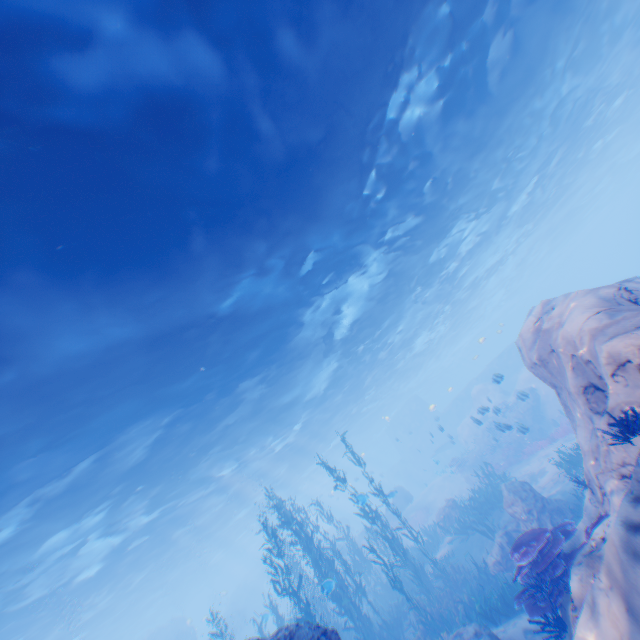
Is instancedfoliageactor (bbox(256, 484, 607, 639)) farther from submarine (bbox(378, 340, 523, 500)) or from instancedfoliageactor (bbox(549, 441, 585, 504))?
instancedfoliageactor (bbox(549, 441, 585, 504))

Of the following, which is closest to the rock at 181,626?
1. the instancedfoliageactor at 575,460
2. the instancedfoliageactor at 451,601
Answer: the instancedfoliageactor at 451,601

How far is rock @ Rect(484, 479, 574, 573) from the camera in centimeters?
1156cm

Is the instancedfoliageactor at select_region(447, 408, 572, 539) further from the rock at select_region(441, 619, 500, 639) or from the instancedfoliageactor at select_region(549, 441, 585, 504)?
the instancedfoliageactor at select_region(549, 441, 585, 504)

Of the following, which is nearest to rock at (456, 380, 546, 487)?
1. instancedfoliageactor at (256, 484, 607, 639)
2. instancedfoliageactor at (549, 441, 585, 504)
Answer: instancedfoliageactor at (256, 484, 607, 639)

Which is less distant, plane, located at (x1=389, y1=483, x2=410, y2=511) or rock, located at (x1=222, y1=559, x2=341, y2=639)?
rock, located at (x1=222, y1=559, x2=341, y2=639)

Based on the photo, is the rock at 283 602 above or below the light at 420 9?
below

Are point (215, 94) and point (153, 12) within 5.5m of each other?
yes
